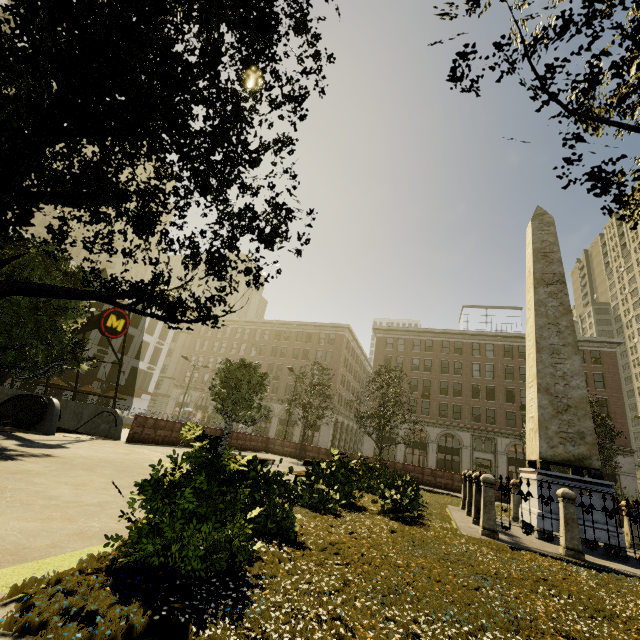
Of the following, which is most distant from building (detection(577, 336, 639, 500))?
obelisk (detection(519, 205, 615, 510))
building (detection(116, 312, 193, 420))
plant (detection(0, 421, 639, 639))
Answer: obelisk (detection(519, 205, 615, 510))

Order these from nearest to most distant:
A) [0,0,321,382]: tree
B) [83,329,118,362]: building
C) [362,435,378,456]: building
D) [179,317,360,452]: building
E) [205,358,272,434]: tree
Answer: [0,0,321,382]: tree, [205,358,272,434]: tree, [83,329,118,362]: building, [362,435,378,456]: building, [179,317,360,452]: building

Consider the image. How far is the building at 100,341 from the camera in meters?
40.1 m

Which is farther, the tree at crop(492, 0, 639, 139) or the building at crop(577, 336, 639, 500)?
the building at crop(577, 336, 639, 500)

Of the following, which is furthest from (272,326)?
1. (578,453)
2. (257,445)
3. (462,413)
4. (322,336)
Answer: (578,453)

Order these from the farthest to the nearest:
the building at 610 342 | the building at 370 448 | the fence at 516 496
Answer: the building at 370 448, the building at 610 342, the fence at 516 496

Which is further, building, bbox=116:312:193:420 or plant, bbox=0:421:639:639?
building, bbox=116:312:193:420

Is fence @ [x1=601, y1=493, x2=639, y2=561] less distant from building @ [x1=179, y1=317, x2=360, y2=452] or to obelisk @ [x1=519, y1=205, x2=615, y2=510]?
obelisk @ [x1=519, y1=205, x2=615, y2=510]
